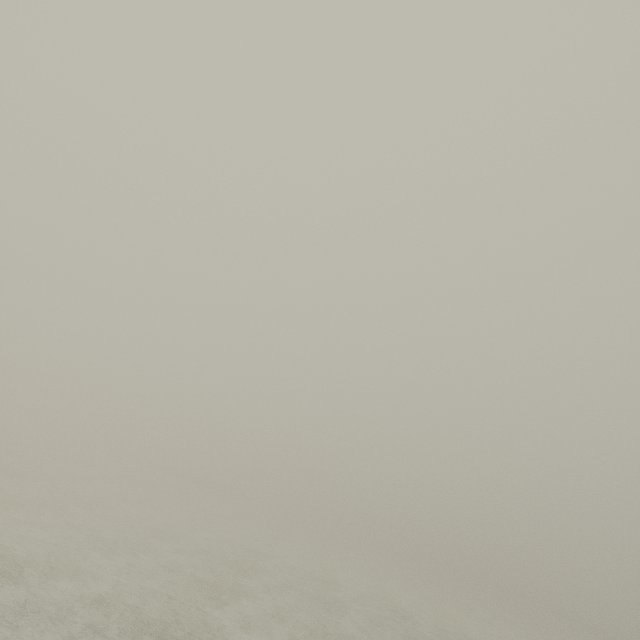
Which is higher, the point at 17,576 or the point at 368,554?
the point at 17,576
